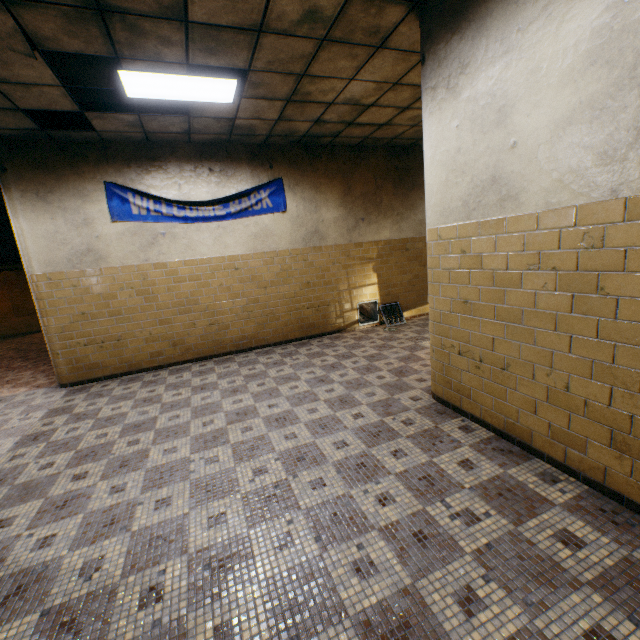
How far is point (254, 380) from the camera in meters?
5.1 m

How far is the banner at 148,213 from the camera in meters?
5.5 m

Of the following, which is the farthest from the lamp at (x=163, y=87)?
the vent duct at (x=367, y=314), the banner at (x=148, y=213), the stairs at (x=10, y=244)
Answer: the vent duct at (x=367, y=314)

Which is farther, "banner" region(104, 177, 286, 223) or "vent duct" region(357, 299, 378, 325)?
"vent duct" region(357, 299, 378, 325)

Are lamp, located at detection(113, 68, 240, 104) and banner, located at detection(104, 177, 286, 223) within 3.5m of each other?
yes

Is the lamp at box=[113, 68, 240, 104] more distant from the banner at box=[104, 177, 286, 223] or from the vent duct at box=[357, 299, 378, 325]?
the vent duct at box=[357, 299, 378, 325]

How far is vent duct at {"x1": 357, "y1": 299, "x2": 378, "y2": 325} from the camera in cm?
756

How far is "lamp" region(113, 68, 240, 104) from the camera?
3.6 meters
